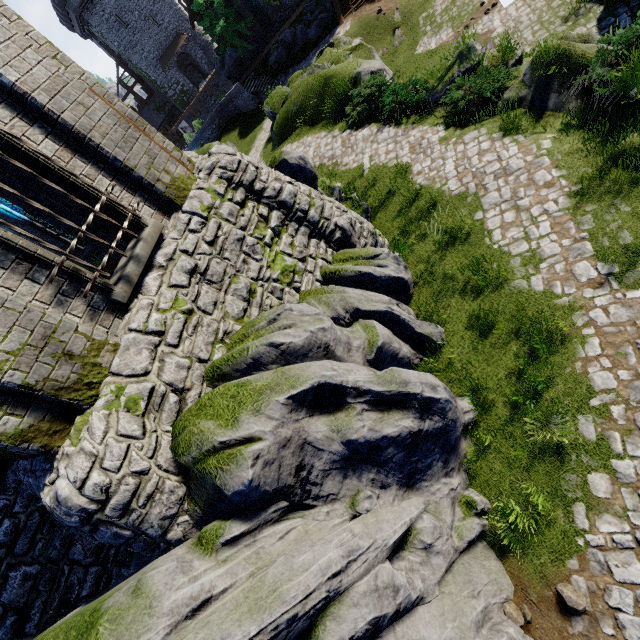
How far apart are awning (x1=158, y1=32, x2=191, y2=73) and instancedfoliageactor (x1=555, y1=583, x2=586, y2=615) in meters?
59.9

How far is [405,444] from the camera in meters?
4.6

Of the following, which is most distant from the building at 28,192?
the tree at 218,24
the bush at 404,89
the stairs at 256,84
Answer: the tree at 218,24

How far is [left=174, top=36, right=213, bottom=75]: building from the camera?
44.6m

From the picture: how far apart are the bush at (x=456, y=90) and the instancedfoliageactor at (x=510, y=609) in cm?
1192

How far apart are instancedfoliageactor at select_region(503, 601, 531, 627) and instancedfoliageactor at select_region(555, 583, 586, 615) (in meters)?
0.46

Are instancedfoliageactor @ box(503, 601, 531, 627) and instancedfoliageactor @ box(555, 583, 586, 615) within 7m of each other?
yes

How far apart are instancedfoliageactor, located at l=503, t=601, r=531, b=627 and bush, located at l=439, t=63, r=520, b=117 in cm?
1192
